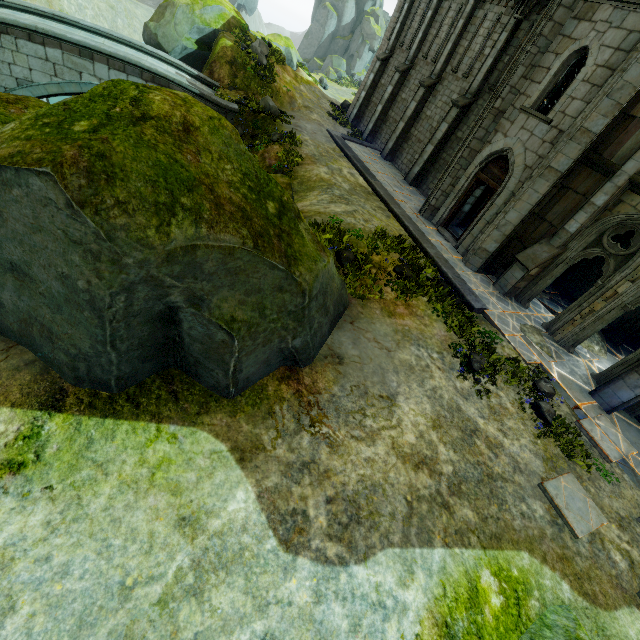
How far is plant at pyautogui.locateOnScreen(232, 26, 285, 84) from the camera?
18.9m

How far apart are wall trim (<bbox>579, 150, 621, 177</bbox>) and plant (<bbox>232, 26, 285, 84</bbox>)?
17.9 meters

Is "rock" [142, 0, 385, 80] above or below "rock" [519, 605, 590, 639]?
above

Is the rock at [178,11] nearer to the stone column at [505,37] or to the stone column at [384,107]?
the stone column at [384,107]

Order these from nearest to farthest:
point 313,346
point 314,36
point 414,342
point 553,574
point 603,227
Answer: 1. point 553,574
2. point 313,346
3. point 414,342
4. point 603,227
5. point 314,36

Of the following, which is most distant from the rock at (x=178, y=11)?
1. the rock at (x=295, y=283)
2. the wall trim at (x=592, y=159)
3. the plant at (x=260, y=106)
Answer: the wall trim at (x=592, y=159)

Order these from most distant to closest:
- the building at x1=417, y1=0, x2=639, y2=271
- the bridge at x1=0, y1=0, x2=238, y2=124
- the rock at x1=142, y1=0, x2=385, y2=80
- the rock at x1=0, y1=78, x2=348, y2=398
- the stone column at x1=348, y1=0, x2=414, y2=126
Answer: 1. the stone column at x1=348, y1=0, x2=414, y2=126
2. the rock at x1=142, y1=0, x2=385, y2=80
3. the bridge at x1=0, y1=0, x2=238, y2=124
4. the building at x1=417, y1=0, x2=639, y2=271
5. the rock at x1=0, y1=78, x2=348, y2=398

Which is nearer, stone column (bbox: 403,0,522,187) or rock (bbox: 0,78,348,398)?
rock (bbox: 0,78,348,398)
